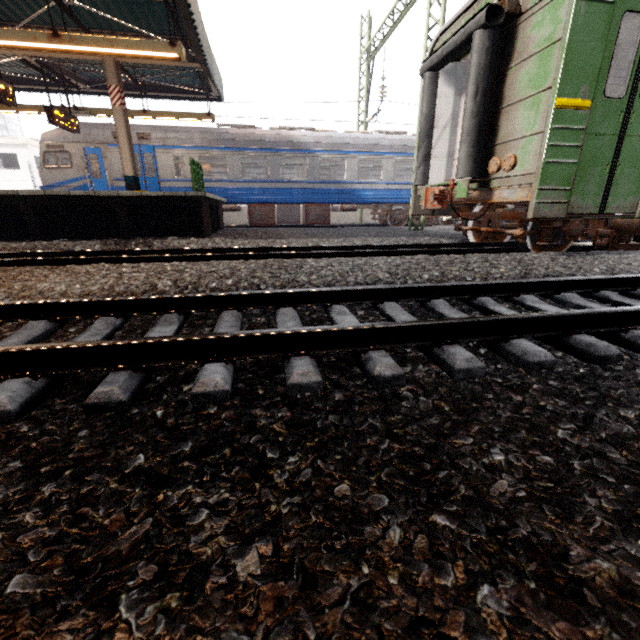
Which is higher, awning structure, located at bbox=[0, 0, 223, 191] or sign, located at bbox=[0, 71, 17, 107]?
awning structure, located at bbox=[0, 0, 223, 191]

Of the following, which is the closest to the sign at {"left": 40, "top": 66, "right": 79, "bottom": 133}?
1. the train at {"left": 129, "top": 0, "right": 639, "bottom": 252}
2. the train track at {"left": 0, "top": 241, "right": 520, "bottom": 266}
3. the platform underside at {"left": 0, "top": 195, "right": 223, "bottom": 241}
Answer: the platform underside at {"left": 0, "top": 195, "right": 223, "bottom": 241}

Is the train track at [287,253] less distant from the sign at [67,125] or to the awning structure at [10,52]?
the awning structure at [10,52]

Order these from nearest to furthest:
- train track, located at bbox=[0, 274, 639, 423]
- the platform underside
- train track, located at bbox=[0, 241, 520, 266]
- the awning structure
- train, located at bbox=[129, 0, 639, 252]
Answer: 1. train track, located at bbox=[0, 274, 639, 423]
2. train, located at bbox=[129, 0, 639, 252]
3. train track, located at bbox=[0, 241, 520, 266]
4. the awning structure
5. the platform underside

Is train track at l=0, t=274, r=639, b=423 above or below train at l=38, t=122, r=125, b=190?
below

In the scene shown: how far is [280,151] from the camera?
13.7m

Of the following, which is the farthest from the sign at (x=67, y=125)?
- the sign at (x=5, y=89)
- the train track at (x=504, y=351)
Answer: the train track at (x=504, y=351)

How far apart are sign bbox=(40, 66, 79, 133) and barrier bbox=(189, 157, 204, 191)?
4.3 meters
